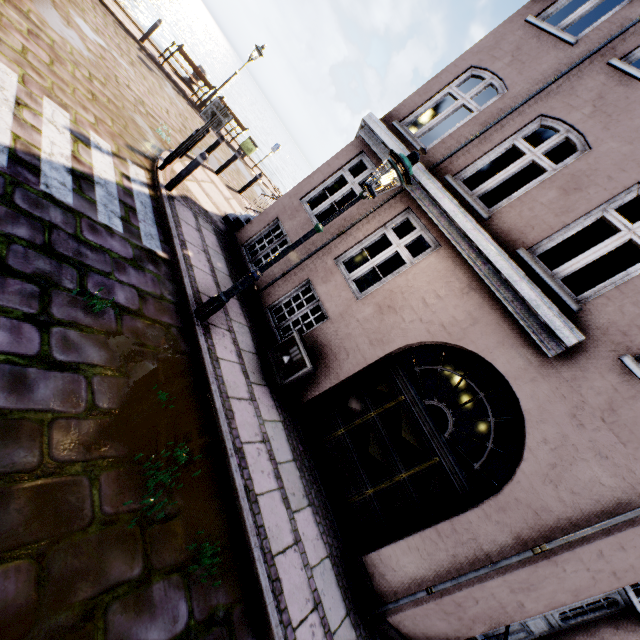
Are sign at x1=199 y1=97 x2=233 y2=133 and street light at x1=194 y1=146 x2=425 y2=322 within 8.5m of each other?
yes

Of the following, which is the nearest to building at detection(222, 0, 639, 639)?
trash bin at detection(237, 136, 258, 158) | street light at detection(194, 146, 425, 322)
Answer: street light at detection(194, 146, 425, 322)

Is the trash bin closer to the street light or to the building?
the building

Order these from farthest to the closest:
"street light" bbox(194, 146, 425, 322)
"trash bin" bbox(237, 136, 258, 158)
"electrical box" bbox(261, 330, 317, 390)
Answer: "trash bin" bbox(237, 136, 258, 158) < "electrical box" bbox(261, 330, 317, 390) < "street light" bbox(194, 146, 425, 322)

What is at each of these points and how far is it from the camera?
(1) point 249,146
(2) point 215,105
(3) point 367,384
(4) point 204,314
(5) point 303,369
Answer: (1) trash bin, 16.6m
(2) sign, 6.4m
(3) building, 5.8m
(4) street light, 4.9m
(5) electrical box, 5.7m

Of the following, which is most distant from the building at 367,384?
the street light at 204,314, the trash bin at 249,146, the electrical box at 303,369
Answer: the trash bin at 249,146

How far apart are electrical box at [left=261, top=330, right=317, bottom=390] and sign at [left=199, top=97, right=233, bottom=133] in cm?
460

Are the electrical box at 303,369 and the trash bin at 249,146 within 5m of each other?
no
